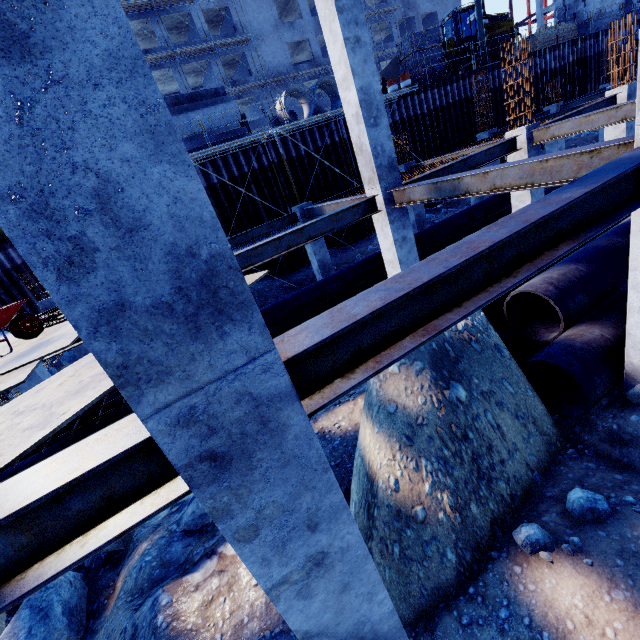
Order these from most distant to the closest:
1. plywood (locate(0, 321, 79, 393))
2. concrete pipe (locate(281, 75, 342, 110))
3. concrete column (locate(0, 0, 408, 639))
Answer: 1. concrete pipe (locate(281, 75, 342, 110))
2. plywood (locate(0, 321, 79, 393))
3. concrete column (locate(0, 0, 408, 639))

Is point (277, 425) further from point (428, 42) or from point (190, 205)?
point (428, 42)

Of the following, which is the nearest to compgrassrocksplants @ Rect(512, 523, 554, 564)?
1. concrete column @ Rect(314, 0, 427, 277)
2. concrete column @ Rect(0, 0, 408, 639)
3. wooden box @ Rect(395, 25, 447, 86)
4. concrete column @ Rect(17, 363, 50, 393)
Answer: concrete column @ Rect(0, 0, 408, 639)

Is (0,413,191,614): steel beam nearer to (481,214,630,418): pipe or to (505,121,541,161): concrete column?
(481,214,630,418): pipe

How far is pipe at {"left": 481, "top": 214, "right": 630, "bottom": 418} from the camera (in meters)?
4.52

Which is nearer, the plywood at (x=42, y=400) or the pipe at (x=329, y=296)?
the plywood at (x=42, y=400)

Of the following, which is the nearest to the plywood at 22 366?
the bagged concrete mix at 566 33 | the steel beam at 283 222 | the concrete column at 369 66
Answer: the steel beam at 283 222

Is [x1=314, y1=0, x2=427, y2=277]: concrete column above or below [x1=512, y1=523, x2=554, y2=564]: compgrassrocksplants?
above
